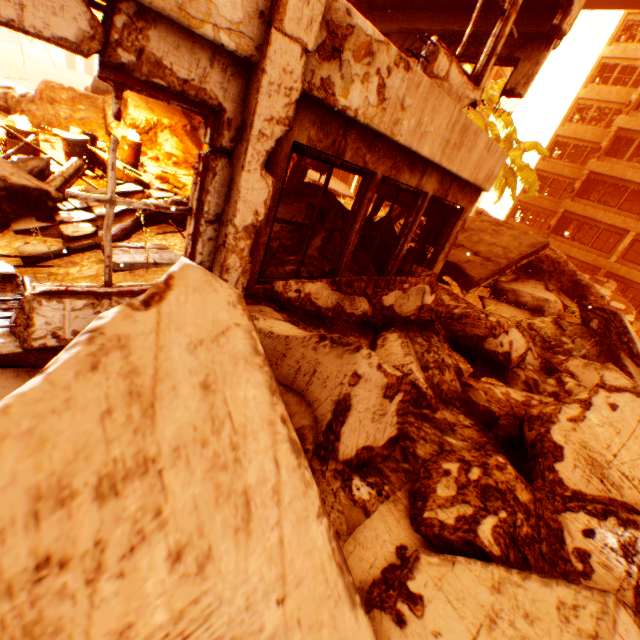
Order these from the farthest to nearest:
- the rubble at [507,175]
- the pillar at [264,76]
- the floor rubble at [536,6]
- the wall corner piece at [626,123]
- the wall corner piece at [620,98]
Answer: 1. the wall corner piece at [620,98]
2. the wall corner piece at [626,123]
3. the rubble at [507,175]
4. the floor rubble at [536,6]
5. the pillar at [264,76]

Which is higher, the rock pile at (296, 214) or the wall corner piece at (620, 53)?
the wall corner piece at (620, 53)

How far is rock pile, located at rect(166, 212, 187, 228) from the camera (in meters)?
6.08

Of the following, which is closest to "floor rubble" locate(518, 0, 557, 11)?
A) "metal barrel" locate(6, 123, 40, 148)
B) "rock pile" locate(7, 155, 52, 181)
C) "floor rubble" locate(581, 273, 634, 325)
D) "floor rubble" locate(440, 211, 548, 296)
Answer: "rock pile" locate(7, 155, 52, 181)

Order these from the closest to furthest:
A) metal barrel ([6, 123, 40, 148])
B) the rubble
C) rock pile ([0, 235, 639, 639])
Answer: rock pile ([0, 235, 639, 639]) < metal barrel ([6, 123, 40, 148]) < the rubble

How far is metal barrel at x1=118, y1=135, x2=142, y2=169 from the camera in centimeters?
920cm

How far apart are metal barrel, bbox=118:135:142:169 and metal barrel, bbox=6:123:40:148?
2.2 meters

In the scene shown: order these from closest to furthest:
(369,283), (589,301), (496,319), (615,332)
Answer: (369,283) < (496,319) < (615,332) < (589,301)
